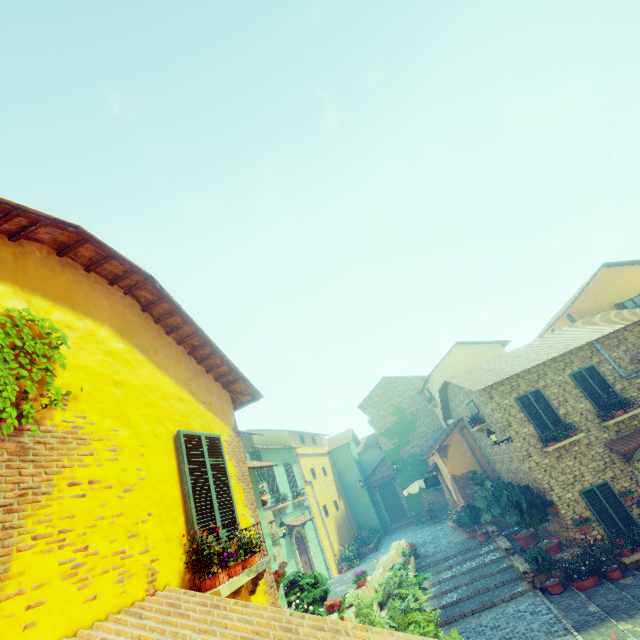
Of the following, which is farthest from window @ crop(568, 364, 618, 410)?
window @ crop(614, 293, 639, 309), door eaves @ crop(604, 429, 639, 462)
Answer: window @ crop(614, 293, 639, 309)

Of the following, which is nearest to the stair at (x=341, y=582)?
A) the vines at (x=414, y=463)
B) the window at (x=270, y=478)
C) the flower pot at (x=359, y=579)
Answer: the flower pot at (x=359, y=579)

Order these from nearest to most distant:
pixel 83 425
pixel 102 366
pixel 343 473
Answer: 1. pixel 83 425
2. pixel 102 366
3. pixel 343 473

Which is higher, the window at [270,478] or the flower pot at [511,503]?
the window at [270,478]

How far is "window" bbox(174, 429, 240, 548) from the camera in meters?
4.3

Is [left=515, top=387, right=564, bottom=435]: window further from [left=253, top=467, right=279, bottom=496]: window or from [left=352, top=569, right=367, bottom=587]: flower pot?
[left=253, top=467, right=279, bottom=496]: window

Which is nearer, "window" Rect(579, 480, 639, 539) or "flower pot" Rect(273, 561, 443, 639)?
"flower pot" Rect(273, 561, 443, 639)

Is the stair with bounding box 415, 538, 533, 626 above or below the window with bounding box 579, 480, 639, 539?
below
